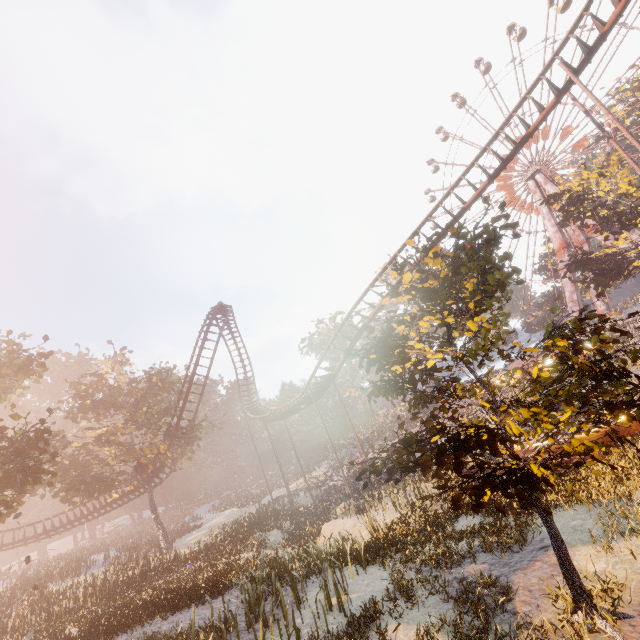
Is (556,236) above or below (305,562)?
above

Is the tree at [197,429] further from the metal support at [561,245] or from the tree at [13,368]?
the metal support at [561,245]

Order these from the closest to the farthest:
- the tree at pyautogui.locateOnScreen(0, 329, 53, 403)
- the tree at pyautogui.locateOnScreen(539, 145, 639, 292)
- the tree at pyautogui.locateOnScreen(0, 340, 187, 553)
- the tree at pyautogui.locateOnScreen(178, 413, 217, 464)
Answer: the tree at pyautogui.locateOnScreen(0, 340, 187, 553) < the tree at pyautogui.locateOnScreen(0, 329, 53, 403) < the tree at pyautogui.locateOnScreen(539, 145, 639, 292) < the tree at pyautogui.locateOnScreen(178, 413, 217, 464)

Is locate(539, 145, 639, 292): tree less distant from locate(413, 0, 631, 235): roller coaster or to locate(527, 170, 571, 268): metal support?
locate(527, 170, 571, 268): metal support

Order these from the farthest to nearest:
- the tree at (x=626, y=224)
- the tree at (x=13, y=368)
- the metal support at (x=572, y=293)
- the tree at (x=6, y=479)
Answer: the metal support at (x=572, y=293) → the tree at (x=626, y=224) → the tree at (x=13, y=368) → the tree at (x=6, y=479)

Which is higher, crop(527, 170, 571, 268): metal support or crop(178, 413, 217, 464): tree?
crop(527, 170, 571, 268): metal support

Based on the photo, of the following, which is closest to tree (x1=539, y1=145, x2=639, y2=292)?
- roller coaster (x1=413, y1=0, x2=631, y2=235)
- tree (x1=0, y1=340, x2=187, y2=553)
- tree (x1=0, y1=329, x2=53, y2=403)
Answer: roller coaster (x1=413, y1=0, x2=631, y2=235)

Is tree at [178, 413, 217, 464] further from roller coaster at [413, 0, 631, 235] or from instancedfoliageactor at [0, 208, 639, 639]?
instancedfoliageactor at [0, 208, 639, 639]
